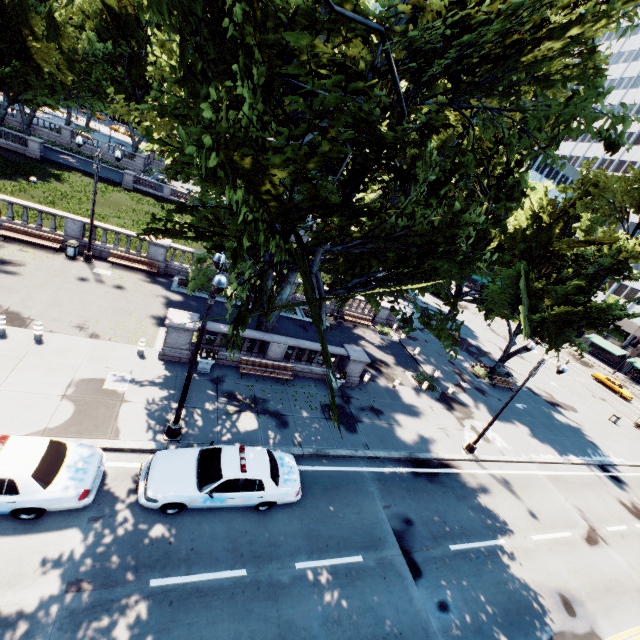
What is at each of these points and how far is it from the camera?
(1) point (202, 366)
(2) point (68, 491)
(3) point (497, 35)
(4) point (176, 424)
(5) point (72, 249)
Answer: (1) planter, 15.68m
(2) vehicle, 8.59m
(3) tree, 8.25m
(4) light, 11.90m
(5) garbage can, 20.27m

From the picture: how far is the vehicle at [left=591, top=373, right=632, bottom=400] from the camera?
44.41m

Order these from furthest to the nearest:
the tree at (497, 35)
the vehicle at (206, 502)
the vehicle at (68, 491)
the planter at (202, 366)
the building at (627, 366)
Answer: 1. the building at (627, 366)
2. the planter at (202, 366)
3. the vehicle at (206, 502)
4. the vehicle at (68, 491)
5. the tree at (497, 35)

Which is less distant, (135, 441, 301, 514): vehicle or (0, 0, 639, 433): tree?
(0, 0, 639, 433): tree

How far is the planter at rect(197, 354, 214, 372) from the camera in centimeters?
1541cm

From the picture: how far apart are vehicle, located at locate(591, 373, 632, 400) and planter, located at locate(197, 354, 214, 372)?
55.8 meters

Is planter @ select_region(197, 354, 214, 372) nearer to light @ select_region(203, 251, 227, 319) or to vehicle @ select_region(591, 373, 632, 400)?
→ light @ select_region(203, 251, 227, 319)

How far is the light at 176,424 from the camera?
10.38m
